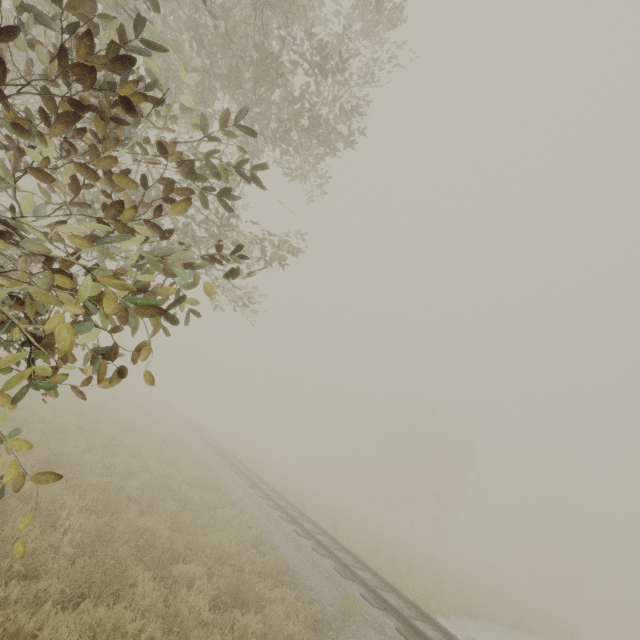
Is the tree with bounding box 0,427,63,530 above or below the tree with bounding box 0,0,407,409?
below

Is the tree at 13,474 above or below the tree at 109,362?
below

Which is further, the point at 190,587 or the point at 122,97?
the point at 190,587
